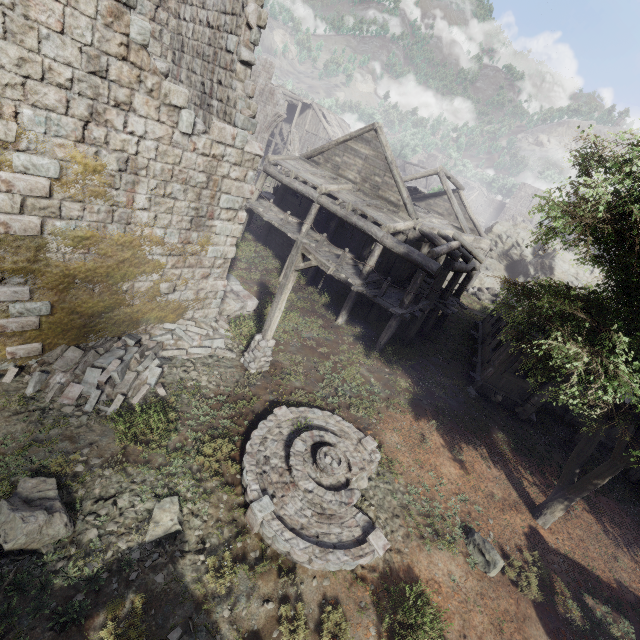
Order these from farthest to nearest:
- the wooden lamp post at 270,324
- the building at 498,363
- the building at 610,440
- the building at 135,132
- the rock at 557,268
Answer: the rock at 557,268, the building at 610,440, the building at 498,363, the wooden lamp post at 270,324, the building at 135,132

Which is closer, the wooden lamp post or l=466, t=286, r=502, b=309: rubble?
the wooden lamp post

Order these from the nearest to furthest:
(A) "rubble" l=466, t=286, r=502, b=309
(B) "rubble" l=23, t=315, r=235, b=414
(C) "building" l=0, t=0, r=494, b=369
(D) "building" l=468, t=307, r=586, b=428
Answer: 1. (C) "building" l=0, t=0, r=494, b=369
2. (B) "rubble" l=23, t=315, r=235, b=414
3. (D) "building" l=468, t=307, r=586, b=428
4. (A) "rubble" l=466, t=286, r=502, b=309

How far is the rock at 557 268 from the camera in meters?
28.6 m

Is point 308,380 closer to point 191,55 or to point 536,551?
point 536,551

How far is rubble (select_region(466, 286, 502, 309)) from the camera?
27.84m

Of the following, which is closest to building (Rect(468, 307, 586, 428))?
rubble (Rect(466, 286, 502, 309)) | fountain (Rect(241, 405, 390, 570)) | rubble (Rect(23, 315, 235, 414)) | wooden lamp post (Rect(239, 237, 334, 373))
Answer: rubble (Rect(23, 315, 235, 414))

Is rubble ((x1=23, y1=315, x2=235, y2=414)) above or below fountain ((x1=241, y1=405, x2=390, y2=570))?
below
